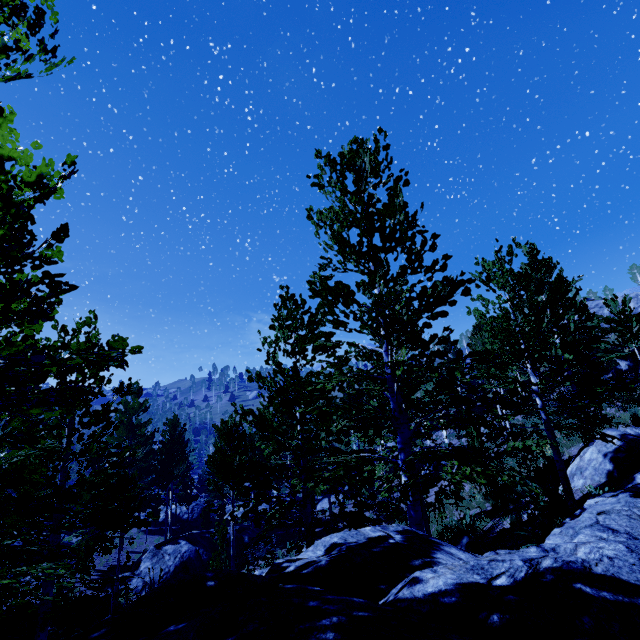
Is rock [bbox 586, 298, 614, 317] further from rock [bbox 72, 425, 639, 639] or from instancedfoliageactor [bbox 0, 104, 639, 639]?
rock [bbox 72, 425, 639, 639]

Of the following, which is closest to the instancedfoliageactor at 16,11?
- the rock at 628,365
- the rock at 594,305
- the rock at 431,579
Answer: the rock at 431,579

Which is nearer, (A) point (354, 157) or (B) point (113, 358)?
(B) point (113, 358)

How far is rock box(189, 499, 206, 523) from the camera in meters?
34.0

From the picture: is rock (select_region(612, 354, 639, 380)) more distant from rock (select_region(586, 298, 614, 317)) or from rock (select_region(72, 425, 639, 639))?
rock (select_region(586, 298, 614, 317))

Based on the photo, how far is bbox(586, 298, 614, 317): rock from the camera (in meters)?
39.91

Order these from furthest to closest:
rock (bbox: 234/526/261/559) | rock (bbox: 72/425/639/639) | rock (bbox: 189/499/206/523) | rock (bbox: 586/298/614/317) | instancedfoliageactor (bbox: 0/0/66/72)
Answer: rock (bbox: 586/298/614/317) → rock (bbox: 189/499/206/523) → rock (bbox: 234/526/261/559) → instancedfoliageactor (bbox: 0/0/66/72) → rock (bbox: 72/425/639/639)

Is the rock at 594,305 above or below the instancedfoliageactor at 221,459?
above
